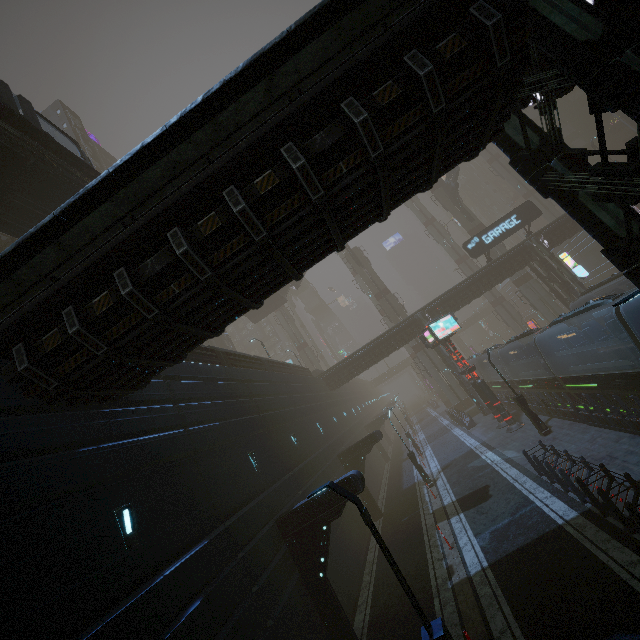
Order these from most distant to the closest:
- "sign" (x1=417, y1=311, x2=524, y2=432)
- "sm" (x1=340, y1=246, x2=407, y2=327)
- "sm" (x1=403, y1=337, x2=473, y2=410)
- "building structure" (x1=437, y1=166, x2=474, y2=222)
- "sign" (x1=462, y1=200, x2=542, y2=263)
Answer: "sm" (x1=340, y1=246, x2=407, y2=327) < "building structure" (x1=437, y1=166, x2=474, y2=222) < "sm" (x1=403, y1=337, x2=473, y2=410) < "sign" (x1=462, y1=200, x2=542, y2=263) < "sign" (x1=417, y1=311, x2=524, y2=432)

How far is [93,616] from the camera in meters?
5.9 m

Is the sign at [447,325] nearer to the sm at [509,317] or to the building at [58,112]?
the building at [58,112]

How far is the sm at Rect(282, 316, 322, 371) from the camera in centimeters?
5700cm

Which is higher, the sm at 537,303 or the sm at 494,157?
the sm at 494,157

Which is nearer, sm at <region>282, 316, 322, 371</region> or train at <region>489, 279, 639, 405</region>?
train at <region>489, 279, 639, 405</region>

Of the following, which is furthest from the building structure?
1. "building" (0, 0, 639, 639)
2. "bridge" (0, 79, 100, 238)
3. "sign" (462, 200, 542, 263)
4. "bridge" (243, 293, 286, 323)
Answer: "bridge" (0, 79, 100, 238)
